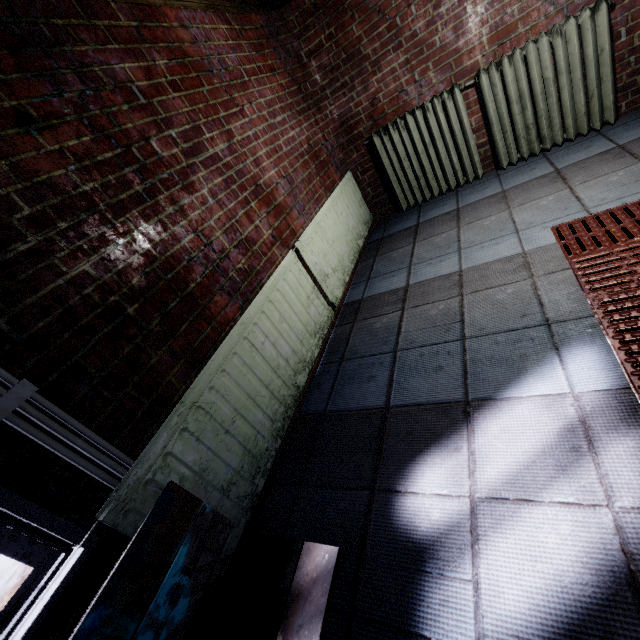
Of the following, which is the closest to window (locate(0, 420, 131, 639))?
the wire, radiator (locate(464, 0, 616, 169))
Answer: the wire

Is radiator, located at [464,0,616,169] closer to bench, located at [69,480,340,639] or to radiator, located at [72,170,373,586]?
radiator, located at [72,170,373,586]

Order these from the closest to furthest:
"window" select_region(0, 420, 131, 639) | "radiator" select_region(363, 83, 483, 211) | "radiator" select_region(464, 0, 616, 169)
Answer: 1. "window" select_region(0, 420, 131, 639)
2. "radiator" select_region(464, 0, 616, 169)
3. "radiator" select_region(363, 83, 483, 211)

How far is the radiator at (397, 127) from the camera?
2.8 meters

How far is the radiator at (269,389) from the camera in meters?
1.1

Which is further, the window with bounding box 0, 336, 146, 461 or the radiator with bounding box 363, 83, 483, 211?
the radiator with bounding box 363, 83, 483, 211

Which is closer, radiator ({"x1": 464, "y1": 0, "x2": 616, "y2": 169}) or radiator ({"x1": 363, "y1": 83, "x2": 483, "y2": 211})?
radiator ({"x1": 464, "y1": 0, "x2": 616, "y2": 169})

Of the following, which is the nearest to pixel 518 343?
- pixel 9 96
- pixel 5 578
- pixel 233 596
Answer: pixel 233 596
